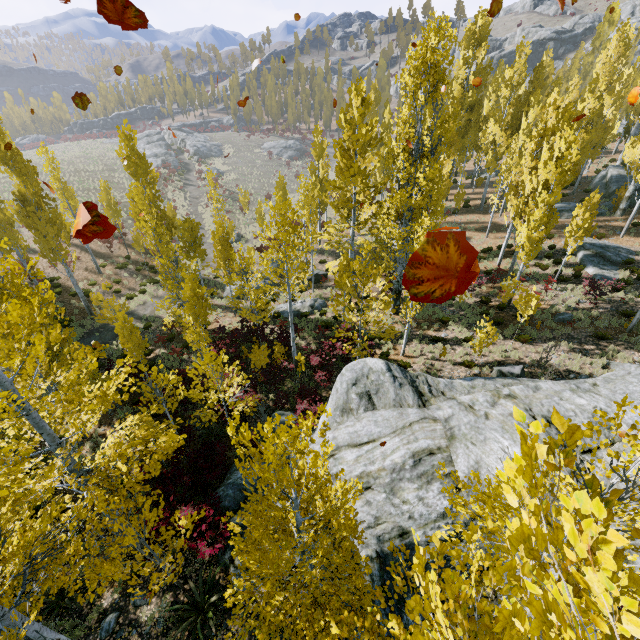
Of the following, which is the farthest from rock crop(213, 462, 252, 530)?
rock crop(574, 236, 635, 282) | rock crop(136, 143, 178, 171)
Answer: rock crop(136, 143, 178, 171)

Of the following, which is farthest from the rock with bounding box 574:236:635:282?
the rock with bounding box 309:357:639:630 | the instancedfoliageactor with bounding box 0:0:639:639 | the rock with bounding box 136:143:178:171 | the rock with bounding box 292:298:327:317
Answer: the rock with bounding box 136:143:178:171

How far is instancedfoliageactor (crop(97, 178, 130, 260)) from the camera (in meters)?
26.19

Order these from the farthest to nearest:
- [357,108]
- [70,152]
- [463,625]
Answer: [70,152] → [357,108] → [463,625]

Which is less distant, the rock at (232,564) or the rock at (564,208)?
the rock at (232,564)

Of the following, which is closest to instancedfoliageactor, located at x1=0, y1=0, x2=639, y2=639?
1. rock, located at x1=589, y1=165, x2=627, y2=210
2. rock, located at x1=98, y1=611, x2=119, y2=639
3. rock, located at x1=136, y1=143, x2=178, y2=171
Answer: rock, located at x1=589, y1=165, x2=627, y2=210

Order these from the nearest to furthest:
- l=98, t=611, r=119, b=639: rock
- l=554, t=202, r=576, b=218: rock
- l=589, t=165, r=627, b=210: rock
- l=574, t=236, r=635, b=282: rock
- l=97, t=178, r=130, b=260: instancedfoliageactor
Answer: l=98, t=611, r=119, b=639: rock, l=574, t=236, r=635, b=282: rock, l=97, t=178, r=130, b=260: instancedfoliageactor, l=554, t=202, r=576, b=218: rock, l=589, t=165, r=627, b=210: rock

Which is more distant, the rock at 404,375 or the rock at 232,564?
the rock at 232,564
